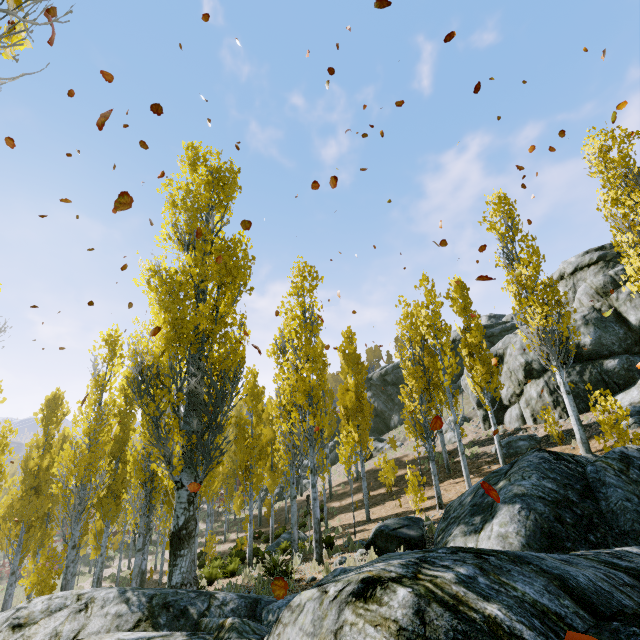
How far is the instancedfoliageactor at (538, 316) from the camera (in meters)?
12.88

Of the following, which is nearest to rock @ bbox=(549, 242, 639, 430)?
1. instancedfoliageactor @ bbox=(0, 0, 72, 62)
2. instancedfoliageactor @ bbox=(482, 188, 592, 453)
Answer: instancedfoliageactor @ bbox=(0, 0, 72, 62)

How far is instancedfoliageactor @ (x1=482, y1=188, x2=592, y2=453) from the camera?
12.9 meters

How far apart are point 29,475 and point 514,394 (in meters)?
28.66

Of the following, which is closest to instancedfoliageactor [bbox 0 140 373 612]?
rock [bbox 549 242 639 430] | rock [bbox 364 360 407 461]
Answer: rock [bbox 549 242 639 430]

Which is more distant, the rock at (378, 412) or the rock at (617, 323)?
the rock at (378, 412)

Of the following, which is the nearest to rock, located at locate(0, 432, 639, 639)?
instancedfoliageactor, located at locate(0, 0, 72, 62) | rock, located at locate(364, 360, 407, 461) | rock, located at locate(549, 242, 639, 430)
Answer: instancedfoliageactor, located at locate(0, 0, 72, 62)

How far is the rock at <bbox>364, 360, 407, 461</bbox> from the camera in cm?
3607
